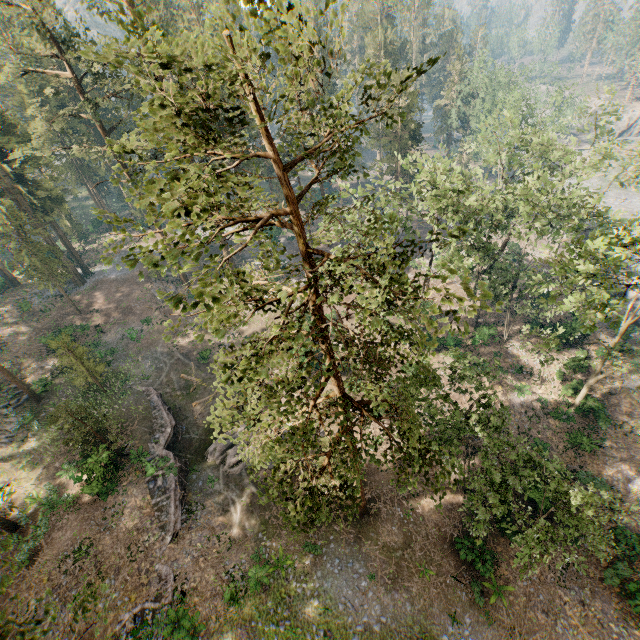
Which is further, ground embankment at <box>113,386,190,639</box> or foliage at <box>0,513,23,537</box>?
ground embankment at <box>113,386,190,639</box>

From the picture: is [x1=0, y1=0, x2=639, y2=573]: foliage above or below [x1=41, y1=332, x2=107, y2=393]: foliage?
above

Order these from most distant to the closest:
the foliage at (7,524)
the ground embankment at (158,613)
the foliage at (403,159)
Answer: the ground embankment at (158,613) < the foliage at (7,524) < the foliage at (403,159)

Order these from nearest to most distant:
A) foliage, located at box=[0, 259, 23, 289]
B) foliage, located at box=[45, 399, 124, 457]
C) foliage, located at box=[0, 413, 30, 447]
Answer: foliage, located at box=[45, 399, 124, 457] < foliage, located at box=[0, 413, 30, 447] < foliage, located at box=[0, 259, 23, 289]

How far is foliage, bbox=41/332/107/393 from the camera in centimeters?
2880cm

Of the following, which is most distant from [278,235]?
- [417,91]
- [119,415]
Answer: [119,415]

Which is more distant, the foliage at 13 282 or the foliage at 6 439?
the foliage at 13 282
